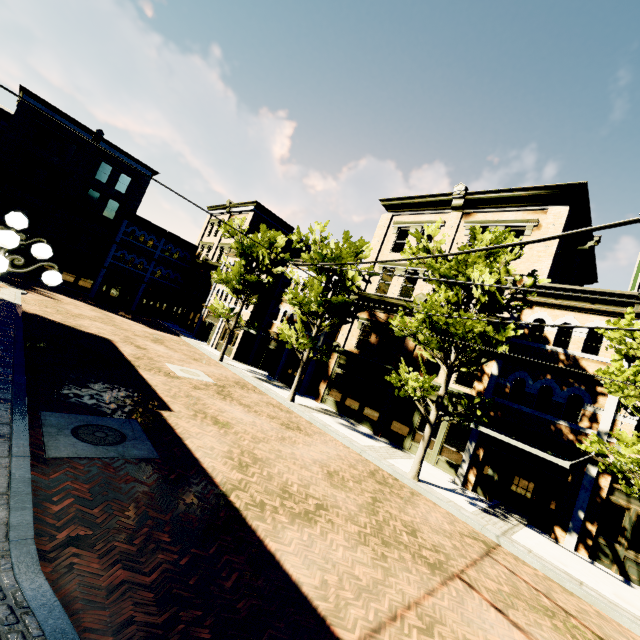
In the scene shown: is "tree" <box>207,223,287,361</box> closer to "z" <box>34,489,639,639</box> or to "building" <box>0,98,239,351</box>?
"z" <box>34,489,639,639</box>

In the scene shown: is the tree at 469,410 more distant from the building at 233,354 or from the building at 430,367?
the building at 233,354

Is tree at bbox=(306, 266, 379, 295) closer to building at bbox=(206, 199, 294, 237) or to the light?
building at bbox=(206, 199, 294, 237)

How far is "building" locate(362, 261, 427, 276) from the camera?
19.59m

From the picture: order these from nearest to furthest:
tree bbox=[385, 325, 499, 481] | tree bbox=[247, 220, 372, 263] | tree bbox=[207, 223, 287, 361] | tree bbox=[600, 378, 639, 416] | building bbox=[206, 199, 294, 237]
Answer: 1. tree bbox=[600, 378, 639, 416]
2. tree bbox=[385, 325, 499, 481]
3. tree bbox=[247, 220, 372, 263]
4. tree bbox=[207, 223, 287, 361]
5. building bbox=[206, 199, 294, 237]

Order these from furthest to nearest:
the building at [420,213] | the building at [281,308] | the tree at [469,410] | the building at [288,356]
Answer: the building at [281,308] < the building at [288,356] < the building at [420,213] < the tree at [469,410]

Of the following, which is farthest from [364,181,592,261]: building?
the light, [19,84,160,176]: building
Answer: the light

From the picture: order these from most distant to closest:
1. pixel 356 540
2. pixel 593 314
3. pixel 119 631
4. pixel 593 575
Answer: pixel 593 314, pixel 593 575, pixel 356 540, pixel 119 631
